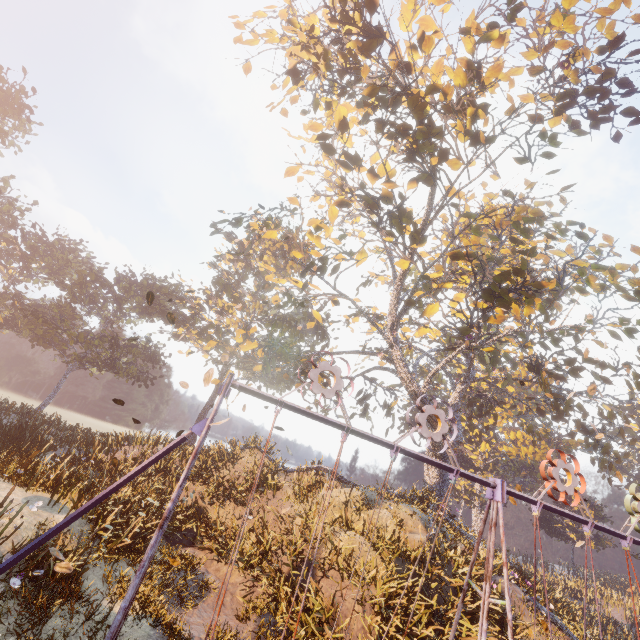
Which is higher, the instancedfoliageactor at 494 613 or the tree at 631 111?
the tree at 631 111

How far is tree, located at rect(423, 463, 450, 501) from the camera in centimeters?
2180cm

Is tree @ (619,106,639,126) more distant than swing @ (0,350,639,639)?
Yes

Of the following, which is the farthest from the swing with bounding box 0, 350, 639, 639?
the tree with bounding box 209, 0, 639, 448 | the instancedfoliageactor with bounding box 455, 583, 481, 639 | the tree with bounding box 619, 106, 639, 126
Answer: the tree with bounding box 619, 106, 639, 126

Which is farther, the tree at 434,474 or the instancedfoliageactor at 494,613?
the tree at 434,474

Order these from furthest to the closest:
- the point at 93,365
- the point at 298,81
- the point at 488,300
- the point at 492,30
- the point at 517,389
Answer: the point at 517,389 < the point at 93,365 < the point at 488,300 < the point at 298,81 < the point at 492,30

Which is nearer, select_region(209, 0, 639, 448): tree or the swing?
the swing

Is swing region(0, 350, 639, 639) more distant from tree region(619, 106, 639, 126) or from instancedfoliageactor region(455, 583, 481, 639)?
tree region(619, 106, 639, 126)
